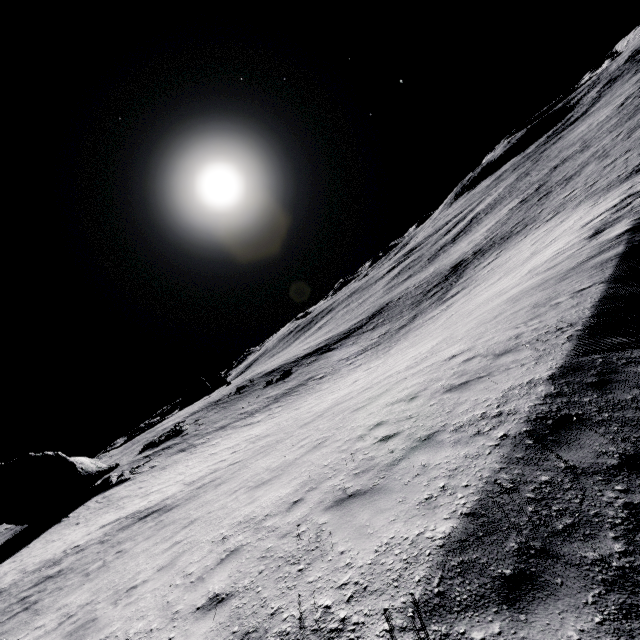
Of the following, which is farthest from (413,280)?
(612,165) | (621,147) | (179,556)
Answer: (179,556)

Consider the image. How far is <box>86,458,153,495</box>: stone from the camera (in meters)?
25.44

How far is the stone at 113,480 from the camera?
25.4 meters

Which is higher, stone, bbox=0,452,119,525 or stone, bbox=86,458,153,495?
stone, bbox=0,452,119,525

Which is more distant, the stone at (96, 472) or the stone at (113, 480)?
the stone at (113, 480)

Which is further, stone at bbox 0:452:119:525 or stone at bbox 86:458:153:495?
stone at bbox 86:458:153:495
